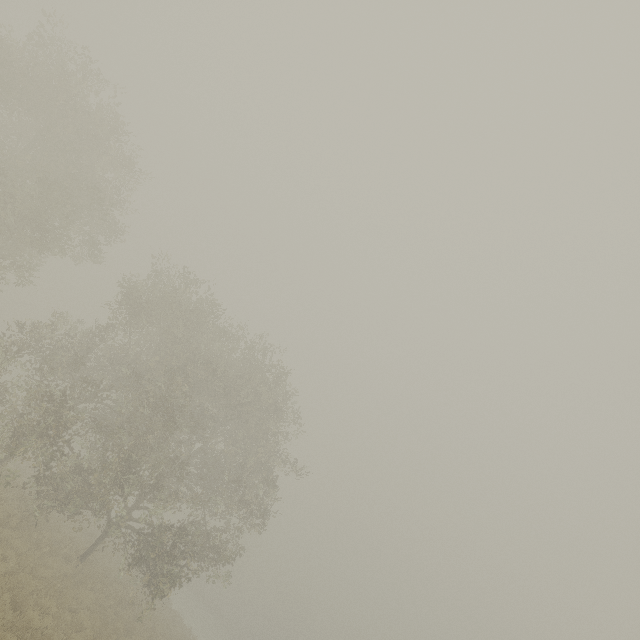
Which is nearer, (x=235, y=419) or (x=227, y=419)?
(x=227, y=419)
